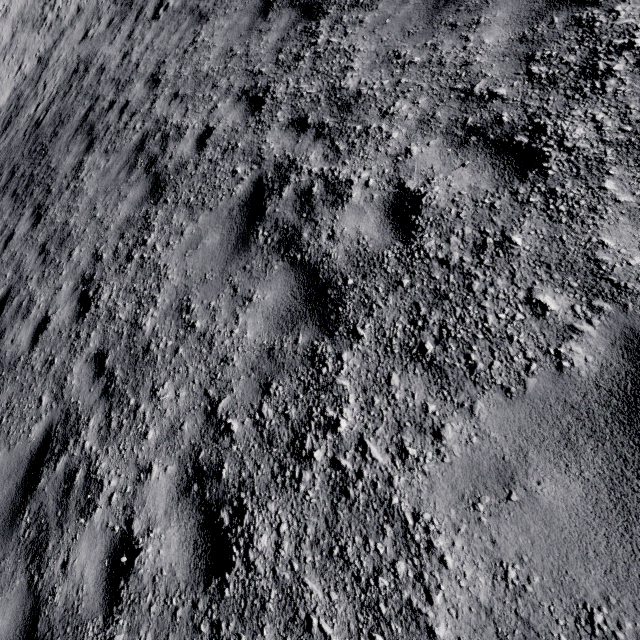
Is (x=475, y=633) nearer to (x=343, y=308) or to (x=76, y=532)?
(x=343, y=308)
